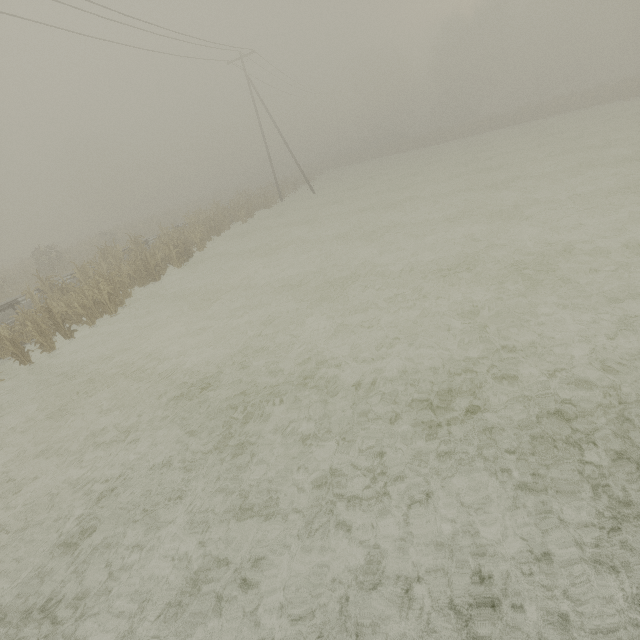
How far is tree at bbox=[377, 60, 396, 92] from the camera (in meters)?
58.04

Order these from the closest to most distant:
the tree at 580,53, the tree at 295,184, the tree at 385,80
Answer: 1. the tree at 295,184
2. the tree at 580,53
3. the tree at 385,80

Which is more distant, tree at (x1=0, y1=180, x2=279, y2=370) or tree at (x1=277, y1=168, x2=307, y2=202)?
tree at (x1=277, y1=168, x2=307, y2=202)

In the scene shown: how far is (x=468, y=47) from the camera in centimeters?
4878cm

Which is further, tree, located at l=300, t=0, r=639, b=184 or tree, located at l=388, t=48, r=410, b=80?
tree, located at l=388, t=48, r=410, b=80

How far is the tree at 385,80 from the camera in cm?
5804
